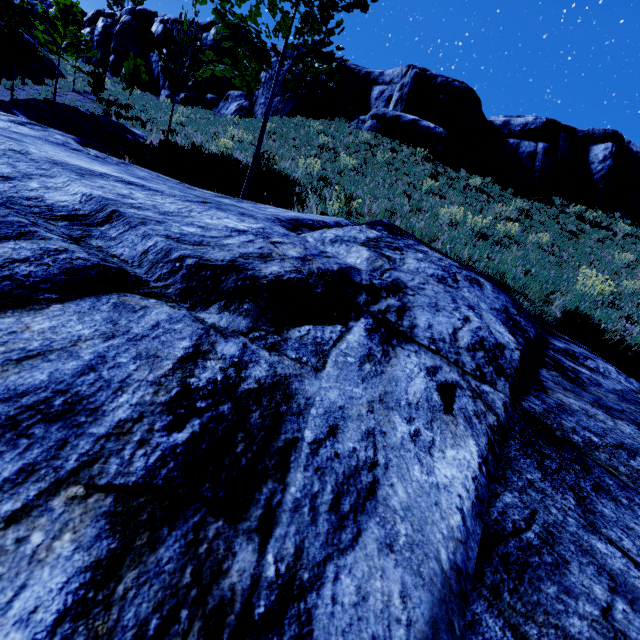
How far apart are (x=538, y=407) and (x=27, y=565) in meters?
2.0

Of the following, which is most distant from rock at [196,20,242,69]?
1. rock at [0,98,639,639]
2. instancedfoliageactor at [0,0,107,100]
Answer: rock at [0,98,639,639]

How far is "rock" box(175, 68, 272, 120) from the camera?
24.7 meters

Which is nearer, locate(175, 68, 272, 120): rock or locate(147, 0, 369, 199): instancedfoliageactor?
locate(147, 0, 369, 199): instancedfoliageactor

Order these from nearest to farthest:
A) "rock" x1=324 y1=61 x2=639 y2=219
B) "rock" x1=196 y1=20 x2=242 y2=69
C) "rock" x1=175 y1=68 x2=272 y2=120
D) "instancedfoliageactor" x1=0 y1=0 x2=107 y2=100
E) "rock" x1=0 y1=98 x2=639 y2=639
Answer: "rock" x1=0 y1=98 x2=639 y2=639 < "instancedfoliageactor" x1=0 y1=0 x2=107 y2=100 < "rock" x1=324 y1=61 x2=639 y2=219 < "rock" x1=175 y1=68 x2=272 y2=120 < "rock" x1=196 y1=20 x2=242 y2=69

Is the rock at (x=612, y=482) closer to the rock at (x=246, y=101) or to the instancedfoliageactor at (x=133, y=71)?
the instancedfoliageactor at (x=133, y=71)
